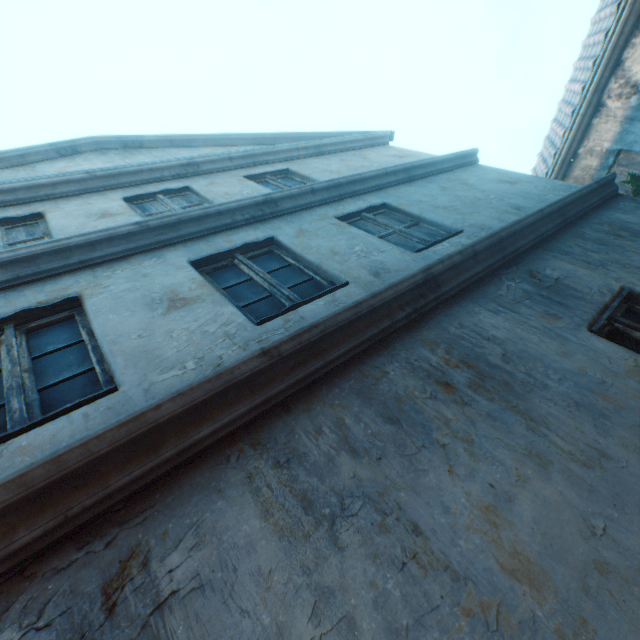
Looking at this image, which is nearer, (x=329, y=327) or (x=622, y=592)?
(x=622, y=592)

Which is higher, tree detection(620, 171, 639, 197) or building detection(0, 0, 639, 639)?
tree detection(620, 171, 639, 197)

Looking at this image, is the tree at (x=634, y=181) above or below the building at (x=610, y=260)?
above

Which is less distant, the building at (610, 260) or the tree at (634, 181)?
the building at (610, 260)

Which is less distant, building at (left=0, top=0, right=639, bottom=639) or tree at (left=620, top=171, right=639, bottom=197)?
building at (left=0, top=0, right=639, bottom=639)
